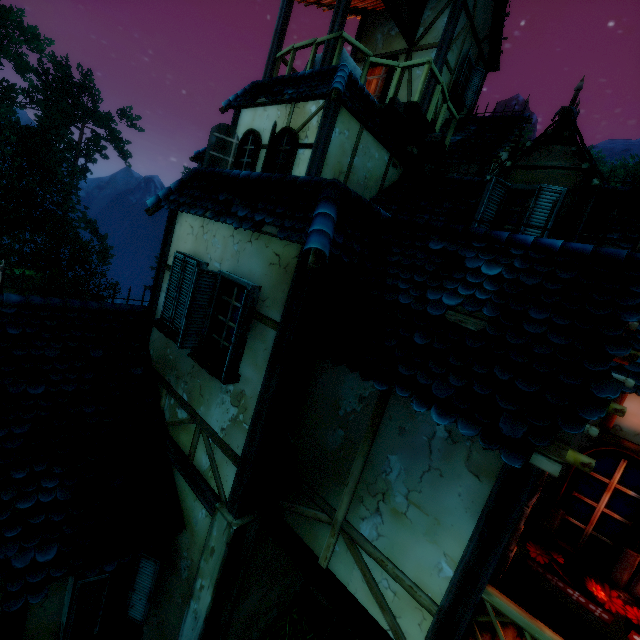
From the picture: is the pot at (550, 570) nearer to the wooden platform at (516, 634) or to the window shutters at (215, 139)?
the wooden platform at (516, 634)

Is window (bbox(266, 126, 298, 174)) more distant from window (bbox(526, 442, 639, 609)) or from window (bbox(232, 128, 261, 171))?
window (bbox(526, 442, 639, 609))

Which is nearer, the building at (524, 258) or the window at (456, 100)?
the building at (524, 258)

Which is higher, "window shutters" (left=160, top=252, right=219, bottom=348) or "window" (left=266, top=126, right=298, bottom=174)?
"window" (left=266, top=126, right=298, bottom=174)

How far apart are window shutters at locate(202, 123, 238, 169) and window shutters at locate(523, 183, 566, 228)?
7.1m

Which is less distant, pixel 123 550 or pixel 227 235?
pixel 123 550

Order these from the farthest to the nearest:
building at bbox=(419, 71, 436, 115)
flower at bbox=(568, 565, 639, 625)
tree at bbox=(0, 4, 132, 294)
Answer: tree at bbox=(0, 4, 132, 294)
building at bbox=(419, 71, 436, 115)
flower at bbox=(568, 565, 639, 625)

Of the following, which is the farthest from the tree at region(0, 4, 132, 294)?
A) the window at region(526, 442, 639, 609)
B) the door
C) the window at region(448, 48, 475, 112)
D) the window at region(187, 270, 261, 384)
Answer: the window at region(448, 48, 475, 112)
